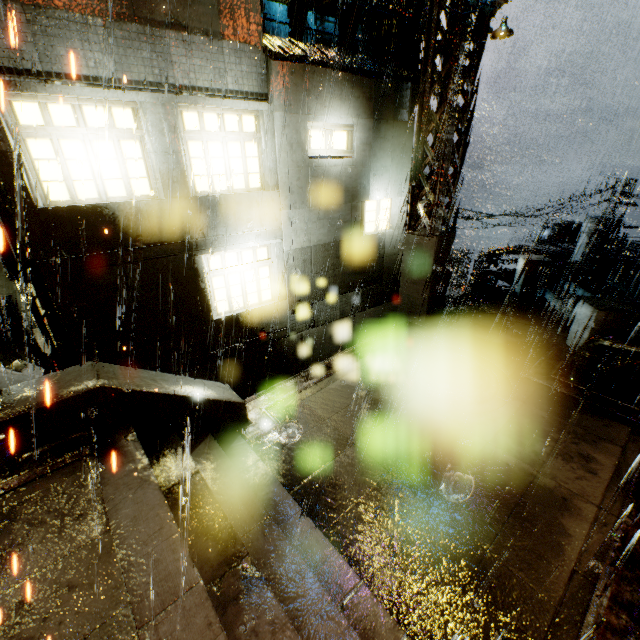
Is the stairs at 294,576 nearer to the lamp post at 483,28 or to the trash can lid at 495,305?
the trash can lid at 495,305

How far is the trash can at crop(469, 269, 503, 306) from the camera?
11.8 meters

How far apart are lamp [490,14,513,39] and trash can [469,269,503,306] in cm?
661

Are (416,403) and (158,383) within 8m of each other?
yes

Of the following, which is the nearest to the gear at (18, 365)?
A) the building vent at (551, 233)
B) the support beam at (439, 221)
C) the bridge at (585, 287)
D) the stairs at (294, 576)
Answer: the stairs at (294, 576)

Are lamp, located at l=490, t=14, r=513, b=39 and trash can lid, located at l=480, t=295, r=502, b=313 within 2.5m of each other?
no

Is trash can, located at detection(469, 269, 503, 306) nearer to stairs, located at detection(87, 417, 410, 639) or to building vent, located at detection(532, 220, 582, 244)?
stairs, located at detection(87, 417, 410, 639)

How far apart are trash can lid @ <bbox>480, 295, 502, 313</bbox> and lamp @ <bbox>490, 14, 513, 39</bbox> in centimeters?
743cm
